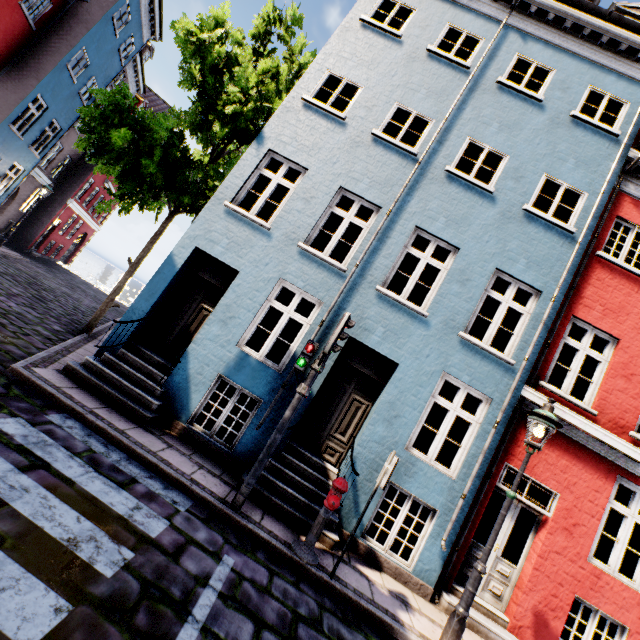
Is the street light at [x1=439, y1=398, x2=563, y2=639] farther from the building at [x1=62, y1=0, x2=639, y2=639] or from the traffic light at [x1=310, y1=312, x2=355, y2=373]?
the traffic light at [x1=310, y1=312, x2=355, y2=373]

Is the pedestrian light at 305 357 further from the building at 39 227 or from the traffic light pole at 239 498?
the building at 39 227

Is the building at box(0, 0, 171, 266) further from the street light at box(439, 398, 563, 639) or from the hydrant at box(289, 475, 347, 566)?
the street light at box(439, 398, 563, 639)

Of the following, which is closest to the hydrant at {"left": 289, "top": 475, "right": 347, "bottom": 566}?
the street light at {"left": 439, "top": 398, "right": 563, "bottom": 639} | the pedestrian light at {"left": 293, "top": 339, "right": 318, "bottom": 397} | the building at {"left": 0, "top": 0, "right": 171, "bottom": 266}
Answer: the building at {"left": 0, "top": 0, "right": 171, "bottom": 266}

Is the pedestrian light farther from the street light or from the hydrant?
the street light

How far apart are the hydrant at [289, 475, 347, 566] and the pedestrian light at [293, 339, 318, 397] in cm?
133

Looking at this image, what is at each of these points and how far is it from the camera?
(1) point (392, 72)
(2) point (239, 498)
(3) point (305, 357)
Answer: (1) building, 8.3 meters
(2) traffic light pole, 4.9 meters
(3) pedestrian light, 5.4 meters

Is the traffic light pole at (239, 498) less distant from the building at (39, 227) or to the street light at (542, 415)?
the building at (39, 227)
